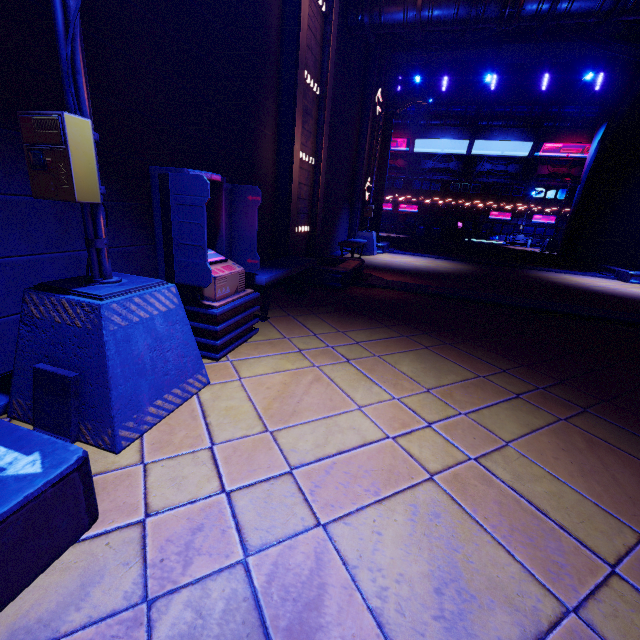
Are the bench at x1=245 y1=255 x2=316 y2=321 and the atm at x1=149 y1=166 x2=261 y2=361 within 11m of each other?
yes

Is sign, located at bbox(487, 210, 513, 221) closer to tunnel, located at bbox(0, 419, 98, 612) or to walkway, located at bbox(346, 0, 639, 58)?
walkway, located at bbox(346, 0, 639, 58)

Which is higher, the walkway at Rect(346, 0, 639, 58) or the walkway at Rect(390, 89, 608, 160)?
the walkway at Rect(390, 89, 608, 160)

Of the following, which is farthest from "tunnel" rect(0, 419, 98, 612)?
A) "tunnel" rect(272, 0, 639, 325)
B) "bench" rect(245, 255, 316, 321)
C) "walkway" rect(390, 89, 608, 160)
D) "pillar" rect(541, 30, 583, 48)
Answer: "walkway" rect(390, 89, 608, 160)

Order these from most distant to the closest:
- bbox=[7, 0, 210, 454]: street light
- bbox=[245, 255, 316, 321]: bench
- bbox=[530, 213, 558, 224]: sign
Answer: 1. bbox=[530, 213, 558, 224]: sign
2. bbox=[245, 255, 316, 321]: bench
3. bbox=[7, 0, 210, 454]: street light

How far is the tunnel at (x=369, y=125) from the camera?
13.3 meters

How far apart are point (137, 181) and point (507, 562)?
4.8 meters

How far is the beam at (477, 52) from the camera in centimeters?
1393cm
